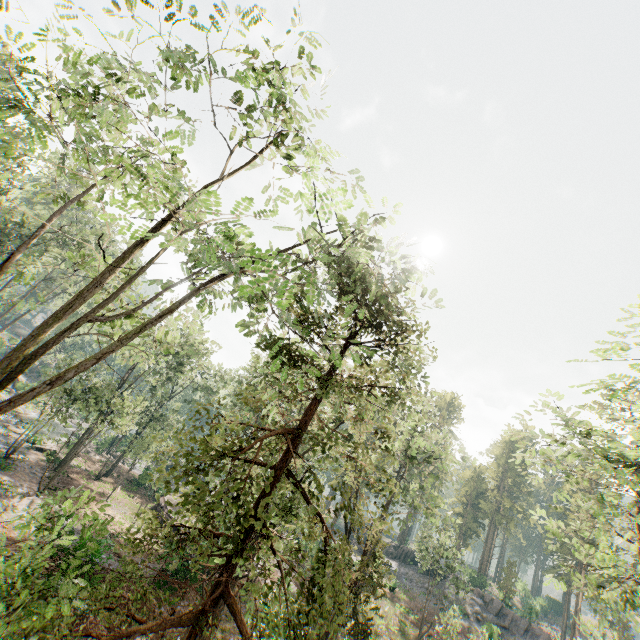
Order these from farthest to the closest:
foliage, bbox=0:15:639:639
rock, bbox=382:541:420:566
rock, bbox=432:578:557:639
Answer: rock, bbox=382:541:420:566 < rock, bbox=432:578:557:639 < foliage, bbox=0:15:639:639

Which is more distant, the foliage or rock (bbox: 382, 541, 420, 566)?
rock (bbox: 382, 541, 420, 566)

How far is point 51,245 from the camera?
33.4m

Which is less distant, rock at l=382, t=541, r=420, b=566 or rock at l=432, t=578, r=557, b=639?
rock at l=432, t=578, r=557, b=639

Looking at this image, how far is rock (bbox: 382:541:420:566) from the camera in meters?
48.1 m

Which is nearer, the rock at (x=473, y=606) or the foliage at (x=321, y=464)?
the foliage at (x=321, y=464)

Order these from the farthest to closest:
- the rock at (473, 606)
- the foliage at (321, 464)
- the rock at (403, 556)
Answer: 1. the rock at (403, 556)
2. the rock at (473, 606)
3. the foliage at (321, 464)
